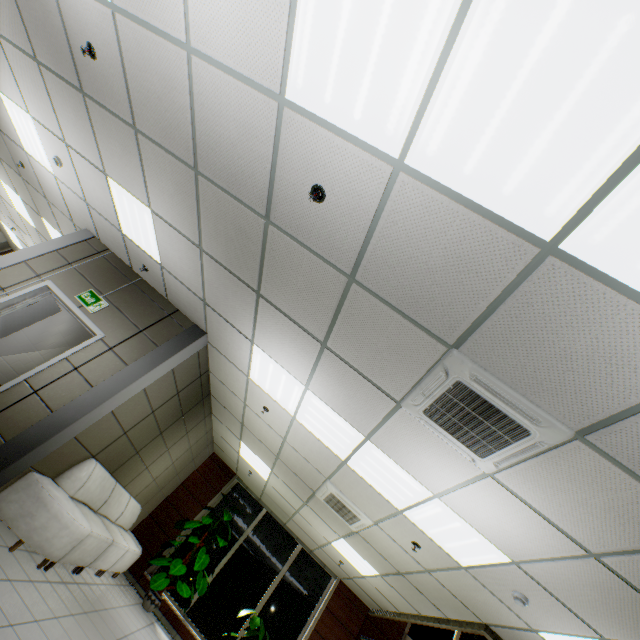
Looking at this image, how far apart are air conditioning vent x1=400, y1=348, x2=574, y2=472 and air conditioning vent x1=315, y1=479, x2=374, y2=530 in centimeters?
297cm

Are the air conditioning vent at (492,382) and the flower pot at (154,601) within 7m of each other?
no

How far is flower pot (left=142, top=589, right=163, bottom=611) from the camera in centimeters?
700cm

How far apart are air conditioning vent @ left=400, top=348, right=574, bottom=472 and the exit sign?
4.86m

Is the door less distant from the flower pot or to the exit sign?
the exit sign

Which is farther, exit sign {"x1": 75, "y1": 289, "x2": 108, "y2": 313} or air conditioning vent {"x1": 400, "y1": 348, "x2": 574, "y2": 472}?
exit sign {"x1": 75, "y1": 289, "x2": 108, "y2": 313}

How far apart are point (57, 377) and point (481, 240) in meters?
5.4

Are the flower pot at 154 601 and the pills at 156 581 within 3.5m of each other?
yes
